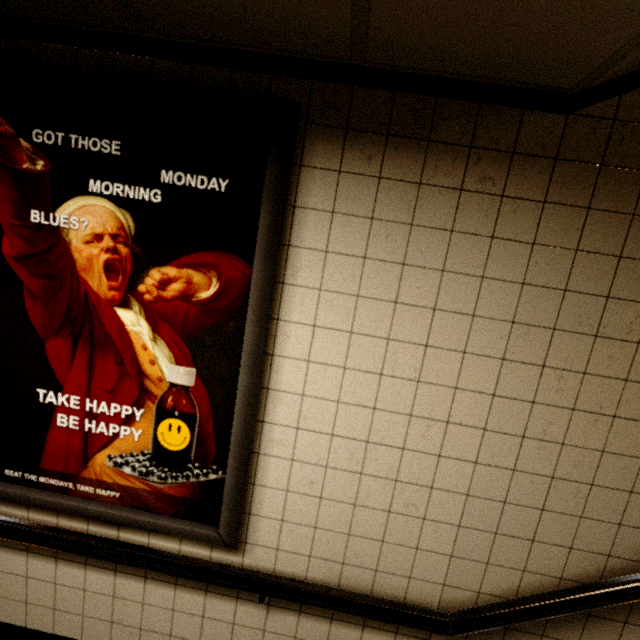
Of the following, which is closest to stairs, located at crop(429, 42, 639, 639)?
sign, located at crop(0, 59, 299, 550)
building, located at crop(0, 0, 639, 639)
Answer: building, located at crop(0, 0, 639, 639)

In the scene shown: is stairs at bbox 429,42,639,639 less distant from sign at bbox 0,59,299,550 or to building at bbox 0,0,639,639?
building at bbox 0,0,639,639

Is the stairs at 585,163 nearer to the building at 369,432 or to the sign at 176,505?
the building at 369,432

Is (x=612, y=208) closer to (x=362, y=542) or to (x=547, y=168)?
(x=547, y=168)

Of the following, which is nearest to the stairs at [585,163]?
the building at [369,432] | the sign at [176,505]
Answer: the building at [369,432]
